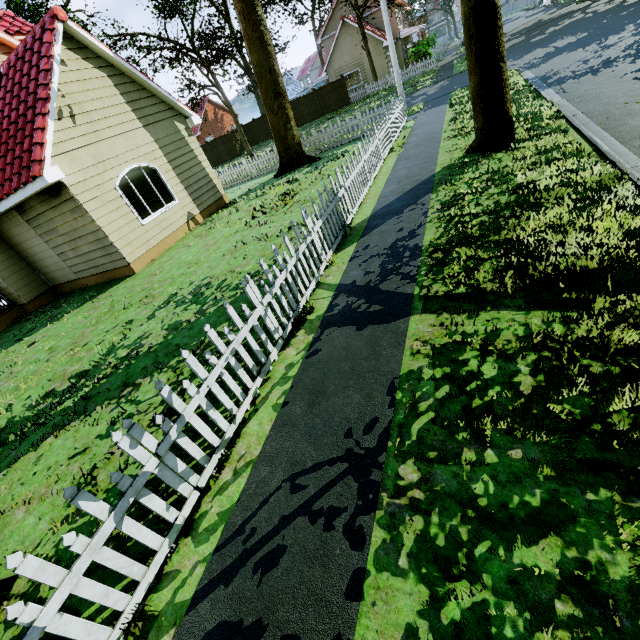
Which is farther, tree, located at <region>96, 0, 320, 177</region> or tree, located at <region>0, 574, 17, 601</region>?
tree, located at <region>96, 0, 320, 177</region>

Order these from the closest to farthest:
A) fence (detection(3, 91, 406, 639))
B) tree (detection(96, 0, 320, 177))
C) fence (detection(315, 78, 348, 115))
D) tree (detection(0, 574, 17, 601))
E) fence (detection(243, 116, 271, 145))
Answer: fence (detection(3, 91, 406, 639)), tree (detection(0, 574, 17, 601)), tree (detection(96, 0, 320, 177)), fence (detection(315, 78, 348, 115)), fence (detection(243, 116, 271, 145))

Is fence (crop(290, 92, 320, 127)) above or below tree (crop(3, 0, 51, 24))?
below

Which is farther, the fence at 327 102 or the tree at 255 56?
the fence at 327 102

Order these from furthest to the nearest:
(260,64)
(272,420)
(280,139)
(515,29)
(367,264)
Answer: (515,29) < (280,139) < (260,64) < (367,264) < (272,420)

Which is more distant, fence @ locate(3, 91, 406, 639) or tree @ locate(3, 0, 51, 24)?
tree @ locate(3, 0, 51, 24)

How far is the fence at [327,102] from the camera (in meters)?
30.26
